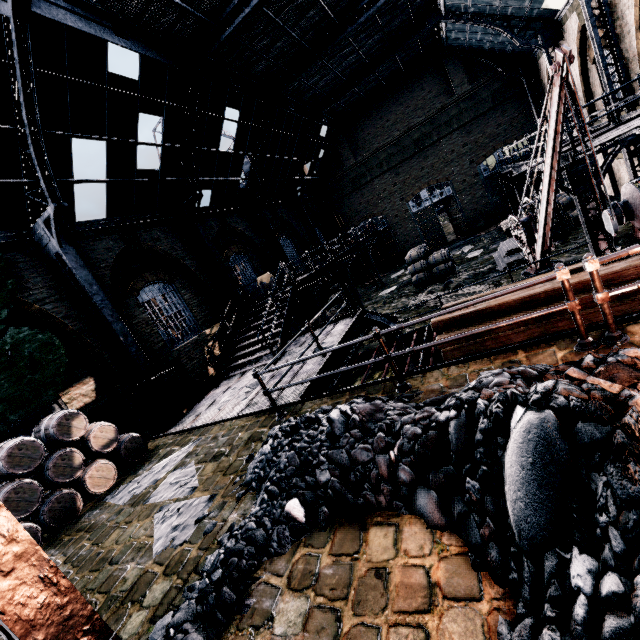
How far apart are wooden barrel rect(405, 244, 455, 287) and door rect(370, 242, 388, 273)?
10.4 meters

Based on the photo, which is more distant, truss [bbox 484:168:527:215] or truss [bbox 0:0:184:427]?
truss [bbox 484:168:527:215]

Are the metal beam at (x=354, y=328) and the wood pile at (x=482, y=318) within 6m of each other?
yes

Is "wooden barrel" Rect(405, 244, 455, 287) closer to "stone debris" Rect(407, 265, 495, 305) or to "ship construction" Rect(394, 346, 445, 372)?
"stone debris" Rect(407, 265, 495, 305)

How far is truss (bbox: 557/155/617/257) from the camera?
9.47m

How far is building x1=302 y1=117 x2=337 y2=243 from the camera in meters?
25.0

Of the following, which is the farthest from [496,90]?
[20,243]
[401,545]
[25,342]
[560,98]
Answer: [25,342]

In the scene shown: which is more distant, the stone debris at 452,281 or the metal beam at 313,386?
the stone debris at 452,281
